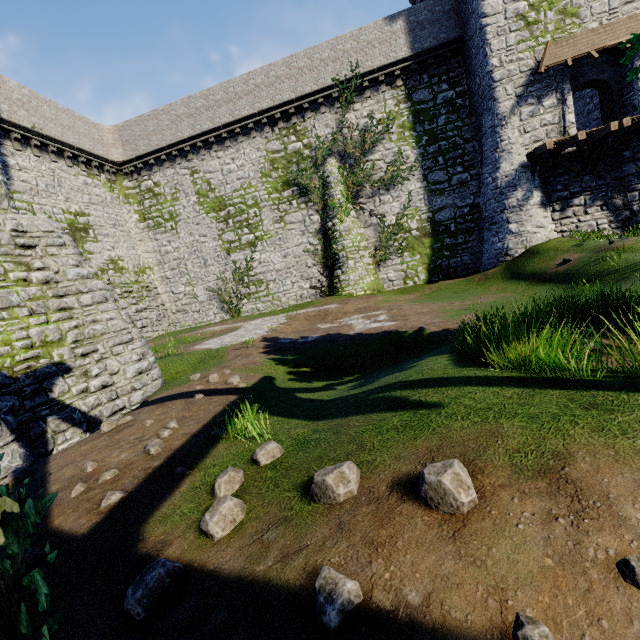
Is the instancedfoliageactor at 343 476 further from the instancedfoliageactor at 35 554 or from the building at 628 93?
the building at 628 93

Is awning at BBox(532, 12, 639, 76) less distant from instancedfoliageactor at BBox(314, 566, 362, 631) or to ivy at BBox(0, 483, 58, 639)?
ivy at BBox(0, 483, 58, 639)

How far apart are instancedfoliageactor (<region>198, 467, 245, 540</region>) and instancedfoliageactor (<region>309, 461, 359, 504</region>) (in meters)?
0.62

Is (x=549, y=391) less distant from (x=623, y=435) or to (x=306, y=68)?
(x=623, y=435)

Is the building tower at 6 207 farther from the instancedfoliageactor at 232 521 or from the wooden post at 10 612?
the instancedfoliageactor at 232 521

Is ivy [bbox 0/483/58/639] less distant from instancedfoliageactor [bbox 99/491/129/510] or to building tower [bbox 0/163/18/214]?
instancedfoliageactor [bbox 99/491/129/510]

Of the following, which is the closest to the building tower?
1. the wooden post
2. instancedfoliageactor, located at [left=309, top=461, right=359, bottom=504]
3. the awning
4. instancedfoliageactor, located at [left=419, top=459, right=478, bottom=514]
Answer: the wooden post

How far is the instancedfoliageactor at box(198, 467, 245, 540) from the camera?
2.3m
